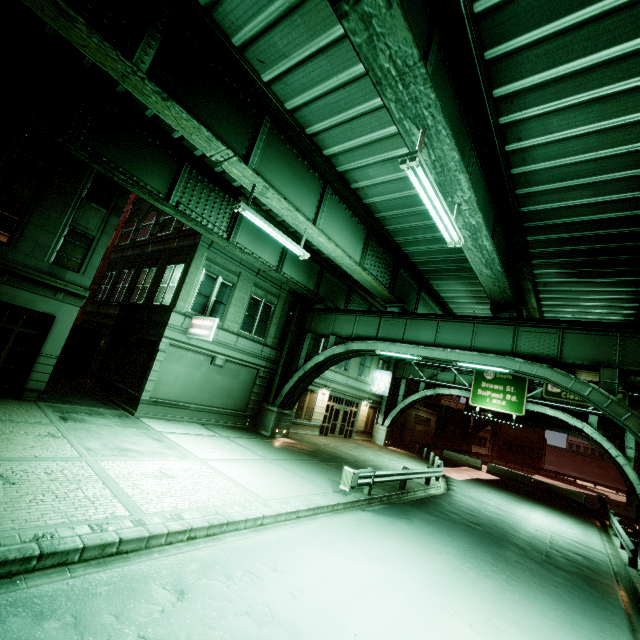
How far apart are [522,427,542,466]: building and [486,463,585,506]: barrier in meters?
33.8

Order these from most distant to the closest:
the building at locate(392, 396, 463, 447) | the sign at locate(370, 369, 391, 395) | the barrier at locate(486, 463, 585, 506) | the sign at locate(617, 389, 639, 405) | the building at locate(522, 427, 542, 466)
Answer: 1. the building at locate(522, 427, 542, 466)
2. the building at locate(392, 396, 463, 447)
3. the sign at locate(370, 369, 391, 395)
4. the barrier at locate(486, 463, 585, 506)
5. the sign at locate(617, 389, 639, 405)

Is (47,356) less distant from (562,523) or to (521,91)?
(521,91)

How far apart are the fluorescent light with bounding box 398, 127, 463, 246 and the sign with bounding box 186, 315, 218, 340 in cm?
1103

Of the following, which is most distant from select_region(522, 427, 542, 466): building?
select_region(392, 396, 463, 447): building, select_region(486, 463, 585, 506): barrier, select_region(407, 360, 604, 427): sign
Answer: select_region(407, 360, 604, 427): sign

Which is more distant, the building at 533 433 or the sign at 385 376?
the building at 533 433

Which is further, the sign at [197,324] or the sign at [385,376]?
the sign at [385,376]

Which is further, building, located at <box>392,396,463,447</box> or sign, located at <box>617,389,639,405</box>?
building, located at <box>392,396,463,447</box>
